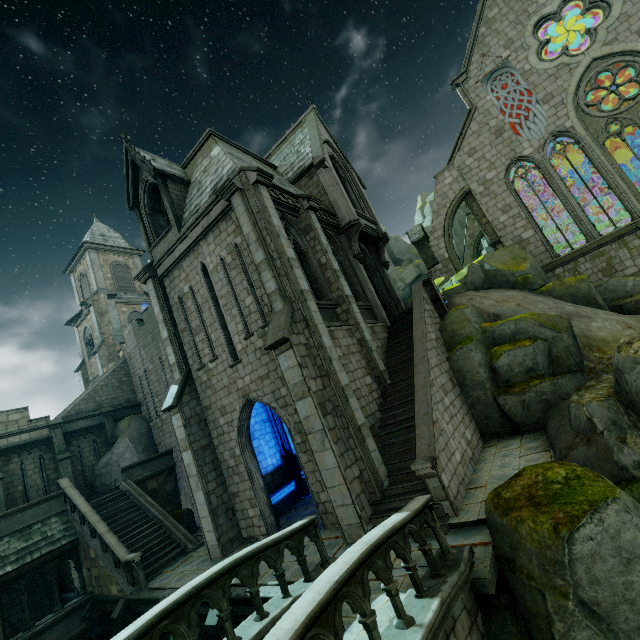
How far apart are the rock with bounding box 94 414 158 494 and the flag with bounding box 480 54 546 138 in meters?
30.9

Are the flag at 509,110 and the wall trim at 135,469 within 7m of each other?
no

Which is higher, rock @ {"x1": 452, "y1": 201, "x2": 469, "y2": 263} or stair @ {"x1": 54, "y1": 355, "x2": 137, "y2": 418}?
rock @ {"x1": 452, "y1": 201, "x2": 469, "y2": 263}

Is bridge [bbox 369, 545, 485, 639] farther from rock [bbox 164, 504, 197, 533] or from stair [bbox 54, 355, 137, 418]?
stair [bbox 54, 355, 137, 418]

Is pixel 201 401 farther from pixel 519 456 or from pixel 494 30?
pixel 494 30

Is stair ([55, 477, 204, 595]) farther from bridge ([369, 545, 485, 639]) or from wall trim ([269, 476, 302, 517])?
bridge ([369, 545, 485, 639])

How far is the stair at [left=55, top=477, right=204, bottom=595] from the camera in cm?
1278

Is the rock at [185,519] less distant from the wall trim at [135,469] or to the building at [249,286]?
the building at [249,286]
